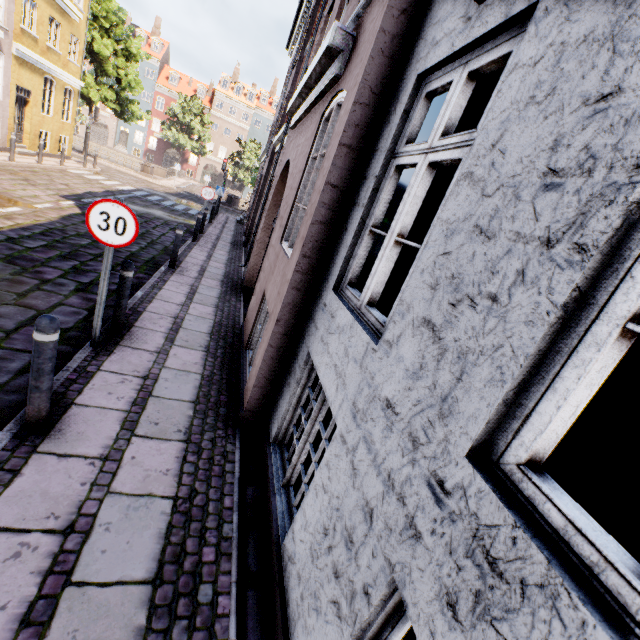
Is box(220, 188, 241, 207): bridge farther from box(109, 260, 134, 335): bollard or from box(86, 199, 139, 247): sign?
box(86, 199, 139, 247): sign

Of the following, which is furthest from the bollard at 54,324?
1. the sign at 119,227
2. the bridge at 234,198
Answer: the bridge at 234,198

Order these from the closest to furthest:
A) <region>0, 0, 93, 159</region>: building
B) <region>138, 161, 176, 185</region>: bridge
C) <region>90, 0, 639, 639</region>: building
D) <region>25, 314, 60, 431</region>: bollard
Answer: <region>90, 0, 639, 639</region>: building → <region>25, 314, 60, 431</region>: bollard → <region>0, 0, 93, 159</region>: building → <region>138, 161, 176, 185</region>: bridge

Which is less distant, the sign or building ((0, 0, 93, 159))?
the sign

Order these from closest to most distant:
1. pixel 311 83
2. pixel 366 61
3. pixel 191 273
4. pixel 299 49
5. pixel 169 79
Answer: pixel 366 61 < pixel 311 83 < pixel 191 273 < pixel 299 49 < pixel 169 79

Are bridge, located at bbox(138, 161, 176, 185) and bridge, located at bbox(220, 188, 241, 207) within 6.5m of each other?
yes

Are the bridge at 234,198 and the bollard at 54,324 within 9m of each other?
no

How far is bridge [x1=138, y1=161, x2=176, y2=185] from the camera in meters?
27.7
